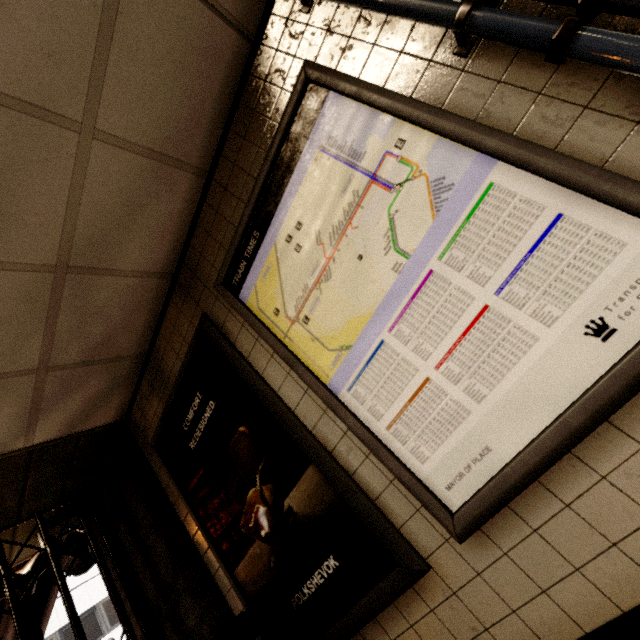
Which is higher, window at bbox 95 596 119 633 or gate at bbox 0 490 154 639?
window at bbox 95 596 119 633

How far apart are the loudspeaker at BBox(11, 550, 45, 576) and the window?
13.86m

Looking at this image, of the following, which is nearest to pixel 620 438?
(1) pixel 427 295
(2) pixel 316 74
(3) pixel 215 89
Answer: (1) pixel 427 295

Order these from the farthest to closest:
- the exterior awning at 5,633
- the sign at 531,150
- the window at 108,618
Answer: the window at 108,618, the exterior awning at 5,633, the sign at 531,150

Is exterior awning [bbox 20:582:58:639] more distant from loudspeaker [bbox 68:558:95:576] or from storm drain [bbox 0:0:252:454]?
storm drain [bbox 0:0:252:454]

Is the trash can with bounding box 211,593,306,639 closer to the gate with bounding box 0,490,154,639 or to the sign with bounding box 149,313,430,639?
the sign with bounding box 149,313,430,639

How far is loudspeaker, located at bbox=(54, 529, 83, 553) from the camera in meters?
3.0

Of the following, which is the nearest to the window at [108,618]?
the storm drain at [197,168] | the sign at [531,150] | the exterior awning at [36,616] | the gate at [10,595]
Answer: the exterior awning at [36,616]
